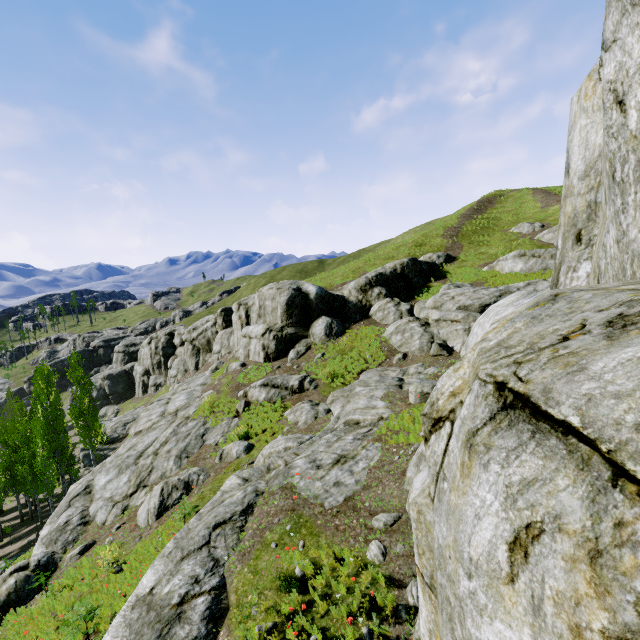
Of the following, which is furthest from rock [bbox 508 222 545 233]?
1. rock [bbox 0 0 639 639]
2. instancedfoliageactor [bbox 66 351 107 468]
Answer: instancedfoliageactor [bbox 66 351 107 468]

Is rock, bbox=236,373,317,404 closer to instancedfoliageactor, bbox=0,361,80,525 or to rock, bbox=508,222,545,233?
instancedfoliageactor, bbox=0,361,80,525

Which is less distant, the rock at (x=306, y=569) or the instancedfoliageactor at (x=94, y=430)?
the rock at (x=306, y=569)

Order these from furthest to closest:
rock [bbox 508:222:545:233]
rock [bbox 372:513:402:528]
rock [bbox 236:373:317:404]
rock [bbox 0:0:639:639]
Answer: rock [bbox 508:222:545:233] → rock [bbox 236:373:317:404] → rock [bbox 372:513:402:528] → rock [bbox 0:0:639:639]

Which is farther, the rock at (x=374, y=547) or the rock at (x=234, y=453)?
the rock at (x=234, y=453)

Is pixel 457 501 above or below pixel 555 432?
below
